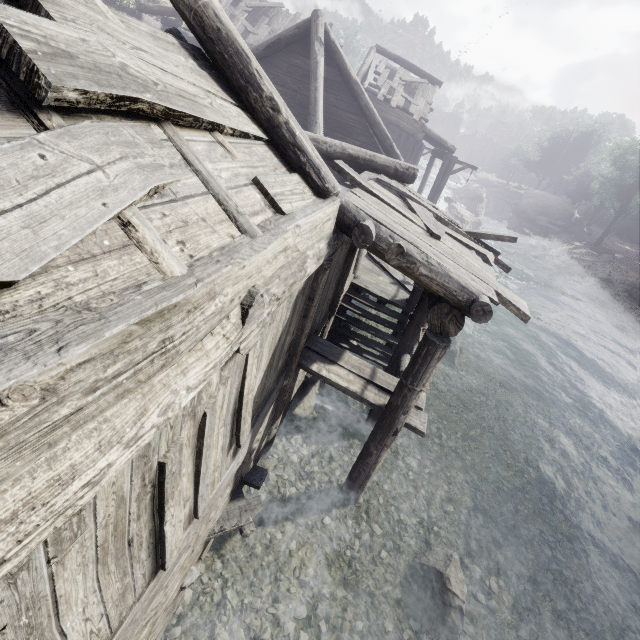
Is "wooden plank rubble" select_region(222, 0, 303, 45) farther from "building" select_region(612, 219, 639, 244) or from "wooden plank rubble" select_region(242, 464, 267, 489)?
"wooden plank rubble" select_region(242, 464, 267, 489)

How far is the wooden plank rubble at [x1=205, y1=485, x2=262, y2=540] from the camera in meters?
4.7 m

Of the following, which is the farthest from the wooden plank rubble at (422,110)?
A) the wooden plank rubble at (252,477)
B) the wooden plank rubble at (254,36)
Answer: the wooden plank rubble at (252,477)

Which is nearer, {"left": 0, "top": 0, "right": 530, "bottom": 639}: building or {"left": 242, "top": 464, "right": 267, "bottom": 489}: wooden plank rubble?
{"left": 0, "top": 0, "right": 530, "bottom": 639}: building

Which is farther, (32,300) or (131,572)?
(131,572)

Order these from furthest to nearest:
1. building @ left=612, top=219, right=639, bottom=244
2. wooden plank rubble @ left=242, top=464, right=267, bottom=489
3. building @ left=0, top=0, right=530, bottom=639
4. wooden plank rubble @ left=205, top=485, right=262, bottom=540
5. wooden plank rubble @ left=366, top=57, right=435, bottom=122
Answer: building @ left=612, top=219, right=639, bottom=244, wooden plank rubble @ left=366, top=57, right=435, bottom=122, wooden plank rubble @ left=242, top=464, right=267, bottom=489, wooden plank rubble @ left=205, top=485, right=262, bottom=540, building @ left=0, top=0, right=530, bottom=639

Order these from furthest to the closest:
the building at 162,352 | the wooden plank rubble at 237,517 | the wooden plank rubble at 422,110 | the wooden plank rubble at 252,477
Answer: the wooden plank rubble at 422,110
the wooden plank rubble at 252,477
the wooden plank rubble at 237,517
the building at 162,352

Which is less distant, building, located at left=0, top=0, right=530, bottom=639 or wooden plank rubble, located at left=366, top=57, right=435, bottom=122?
building, located at left=0, top=0, right=530, bottom=639
